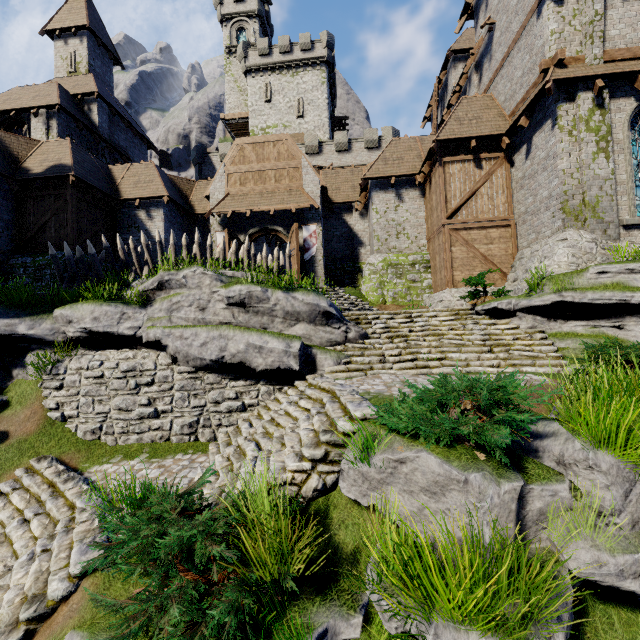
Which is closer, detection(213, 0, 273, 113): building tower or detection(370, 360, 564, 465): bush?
detection(370, 360, 564, 465): bush

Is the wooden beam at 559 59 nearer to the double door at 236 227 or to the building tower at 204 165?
the double door at 236 227

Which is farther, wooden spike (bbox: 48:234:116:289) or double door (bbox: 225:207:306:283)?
double door (bbox: 225:207:306:283)

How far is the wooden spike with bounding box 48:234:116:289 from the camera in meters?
12.0

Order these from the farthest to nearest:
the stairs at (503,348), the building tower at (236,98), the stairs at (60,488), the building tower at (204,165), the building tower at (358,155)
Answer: the building tower at (236,98) < the building tower at (204,165) < the building tower at (358,155) < the stairs at (503,348) < the stairs at (60,488)

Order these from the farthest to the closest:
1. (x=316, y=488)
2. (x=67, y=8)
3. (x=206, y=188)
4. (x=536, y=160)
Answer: (x=67, y=8) < (x=206, y=188) < (x=536, y=160) < (x=316, y=488)

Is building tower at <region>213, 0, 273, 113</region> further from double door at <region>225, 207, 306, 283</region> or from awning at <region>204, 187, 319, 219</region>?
double door at <region>225, 207, 306, 283</region>

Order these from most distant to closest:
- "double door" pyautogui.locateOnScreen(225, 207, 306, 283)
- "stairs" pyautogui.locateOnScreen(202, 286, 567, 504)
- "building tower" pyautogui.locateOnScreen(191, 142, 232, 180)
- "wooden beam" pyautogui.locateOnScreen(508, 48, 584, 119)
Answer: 1. "building tower" pyautogui.locateOnScreen(191, 142, 232, 180)
2. "double door" pyautogui.locateOnScreen(225, 207, 306, 283)
3. "wooden beam" pyautogui.locateOnScreen(508, 48, 584, 119)
4. "stairs" pyautogui.locateOnScreen(202, 286, 567, 504)
